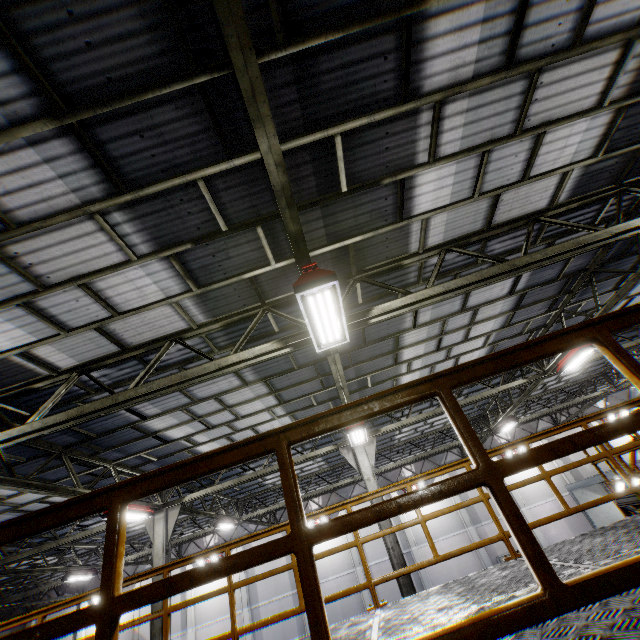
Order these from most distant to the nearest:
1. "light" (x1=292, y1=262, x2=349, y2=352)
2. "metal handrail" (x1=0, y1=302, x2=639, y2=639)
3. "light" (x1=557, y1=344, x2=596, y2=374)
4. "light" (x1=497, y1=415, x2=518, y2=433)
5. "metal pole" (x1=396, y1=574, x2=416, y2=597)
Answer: "light" (x1=497, y1=415, x2=518, y2=433)
"light" (x1=557, y1=344, x2=596, y2=374)
"metal pole" (x1=396, y1=574, x2=416, y2=597)
"light" (x1=292, y1=262, x2=349, y2=352)
"metal handrail" (x1=0, y1=302, x2=639, y2=639)

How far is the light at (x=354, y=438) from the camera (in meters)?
9.61

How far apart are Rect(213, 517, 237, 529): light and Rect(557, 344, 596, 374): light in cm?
1573

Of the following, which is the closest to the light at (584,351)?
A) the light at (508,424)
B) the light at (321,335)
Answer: the light at (508,424)

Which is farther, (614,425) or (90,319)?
(90,319)

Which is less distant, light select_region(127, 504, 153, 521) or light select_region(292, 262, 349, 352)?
light select_region(292, 262, 349, 352)

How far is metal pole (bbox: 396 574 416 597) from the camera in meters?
9.2

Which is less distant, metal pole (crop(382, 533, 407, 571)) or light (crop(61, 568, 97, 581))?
metal pole (crop(382, 533, 407, 571))
